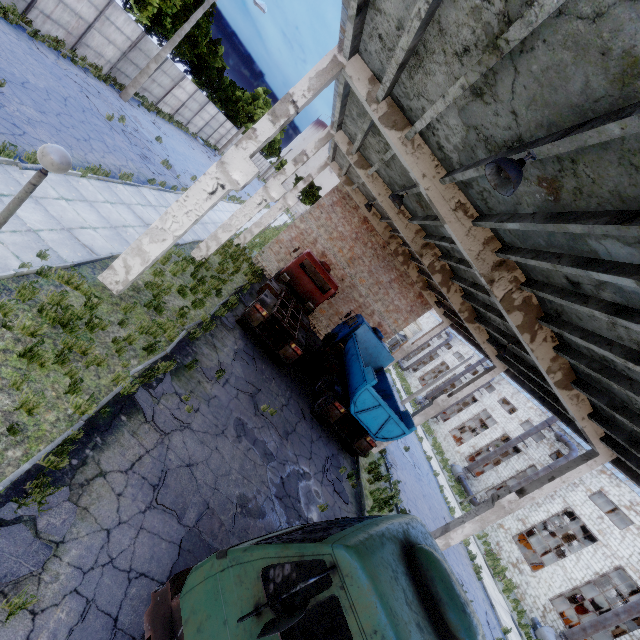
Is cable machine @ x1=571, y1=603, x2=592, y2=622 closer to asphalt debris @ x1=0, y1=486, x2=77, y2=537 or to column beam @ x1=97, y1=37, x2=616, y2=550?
column beam @ x1=97, y1=37, x2=616, y2=550

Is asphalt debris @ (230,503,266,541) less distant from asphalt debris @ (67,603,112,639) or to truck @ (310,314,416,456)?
asphalt debris @ (67,603,112,639)

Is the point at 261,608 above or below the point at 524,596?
above

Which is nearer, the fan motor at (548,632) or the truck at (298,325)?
the truck at (298,325)

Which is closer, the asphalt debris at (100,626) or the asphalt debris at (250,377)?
the asphalt debris at (100,626)

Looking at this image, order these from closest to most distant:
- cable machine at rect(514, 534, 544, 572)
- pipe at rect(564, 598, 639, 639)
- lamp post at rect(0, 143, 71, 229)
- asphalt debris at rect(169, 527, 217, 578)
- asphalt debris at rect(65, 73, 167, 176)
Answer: lamp post at rect(0, 143, 71, 229) → asphalt debris at rect(169, 527, 217, 578) → asphalt debris at rect(65, 73, 167, 176) → pipe at rect(564, 598, 639, 639) → cable machine at rect(514, 534, 544, 572)

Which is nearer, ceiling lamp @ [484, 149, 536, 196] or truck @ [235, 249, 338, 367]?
ceiling lamp @ [484, 149, 536, 196]

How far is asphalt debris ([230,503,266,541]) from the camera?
6.7 meters
